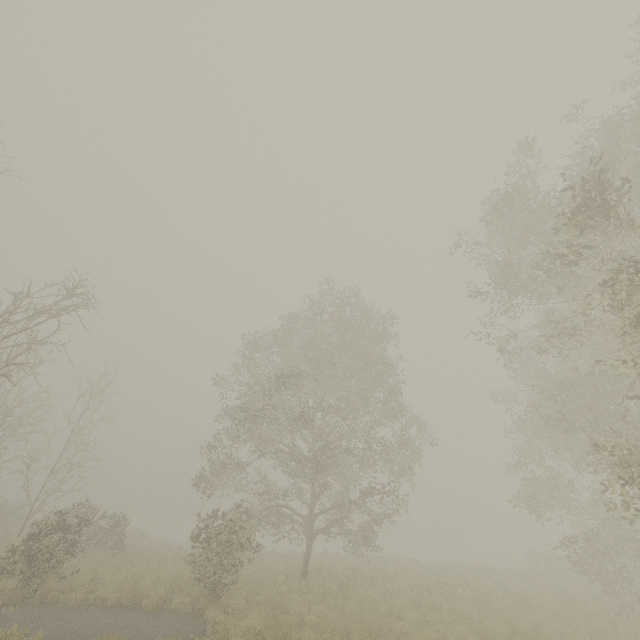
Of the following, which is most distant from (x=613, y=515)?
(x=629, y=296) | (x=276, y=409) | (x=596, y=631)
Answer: (x=276, y=409)

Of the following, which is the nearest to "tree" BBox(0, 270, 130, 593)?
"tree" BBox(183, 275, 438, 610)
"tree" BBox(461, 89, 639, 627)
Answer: "tree" BBox(183, 275, 438, 610)

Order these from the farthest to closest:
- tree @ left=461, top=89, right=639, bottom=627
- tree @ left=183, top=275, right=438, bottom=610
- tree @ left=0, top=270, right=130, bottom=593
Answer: tree @ left=183, top=275, right=438, bottom=610 < tree @ left=0, top=270, right=130, bottom=593 < tree @ left=461, top=89, right=639, bottom=627

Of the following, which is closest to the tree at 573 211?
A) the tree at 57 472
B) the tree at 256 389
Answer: the tree at 256 389

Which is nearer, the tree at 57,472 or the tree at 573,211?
the tree at 573,211

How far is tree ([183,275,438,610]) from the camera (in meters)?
13.47
